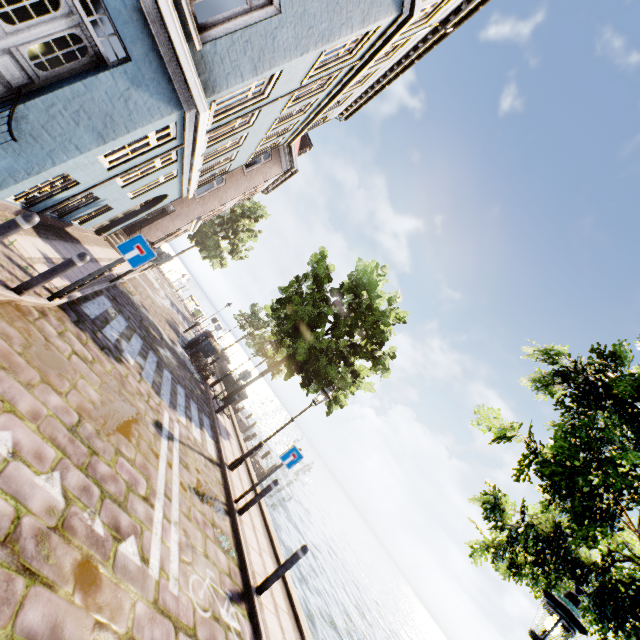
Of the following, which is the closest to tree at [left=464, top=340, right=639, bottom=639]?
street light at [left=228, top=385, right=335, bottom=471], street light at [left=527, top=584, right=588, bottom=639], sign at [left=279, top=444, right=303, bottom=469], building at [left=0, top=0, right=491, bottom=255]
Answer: street light at [left=527, top=584, right=588, bottom=639]

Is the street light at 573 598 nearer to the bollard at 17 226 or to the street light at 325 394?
the street light at 325 394

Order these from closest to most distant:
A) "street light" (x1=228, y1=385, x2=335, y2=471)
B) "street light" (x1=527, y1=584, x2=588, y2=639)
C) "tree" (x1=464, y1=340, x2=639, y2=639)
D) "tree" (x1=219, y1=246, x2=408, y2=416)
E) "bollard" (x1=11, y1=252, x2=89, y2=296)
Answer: "street light" (x1=527, y1=584, x2=588, y2=639) < "tree" (x1=464, y1=340, x2=639, y2=639) < "bollard" (x1=11, y1=252, x2=89, y2=296) < "street light" (x1=228, y1=385, x2=335, y2=471) < "tree" (x1=219, y1=246, x2=408, y2=416)

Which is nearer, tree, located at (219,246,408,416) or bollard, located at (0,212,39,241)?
bollard, located at (0,212,39,241)

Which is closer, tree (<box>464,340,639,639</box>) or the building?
tree (<box>464,340,639,639</box>)

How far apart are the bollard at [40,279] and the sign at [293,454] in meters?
5.8 m

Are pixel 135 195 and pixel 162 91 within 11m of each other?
yes

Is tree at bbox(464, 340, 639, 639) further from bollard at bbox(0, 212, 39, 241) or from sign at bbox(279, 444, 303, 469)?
bollard at bbox(0, 212, 39, 241)
